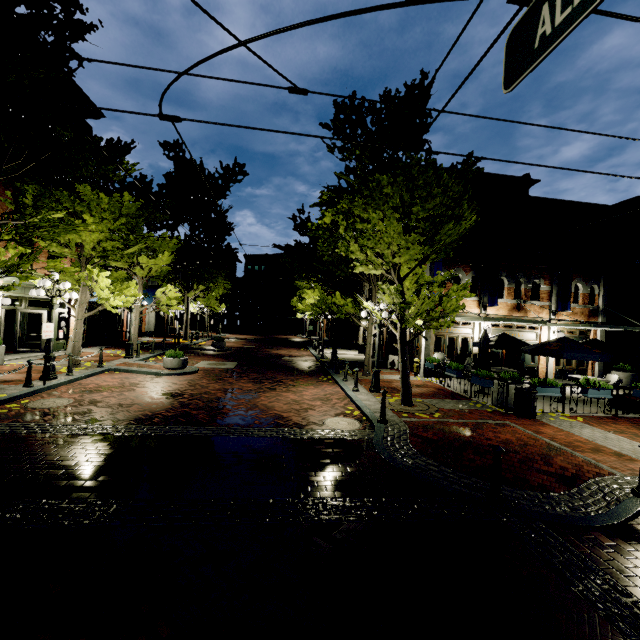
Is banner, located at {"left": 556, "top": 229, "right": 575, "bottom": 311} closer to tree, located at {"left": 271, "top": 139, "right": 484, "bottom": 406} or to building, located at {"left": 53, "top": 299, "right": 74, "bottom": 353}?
building, located at {"left": 53, "top": 299, "right": 74, "bottom": 353}

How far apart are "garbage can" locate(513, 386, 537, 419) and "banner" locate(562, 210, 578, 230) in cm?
905

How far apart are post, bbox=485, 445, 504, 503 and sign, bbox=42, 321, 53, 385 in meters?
12.5

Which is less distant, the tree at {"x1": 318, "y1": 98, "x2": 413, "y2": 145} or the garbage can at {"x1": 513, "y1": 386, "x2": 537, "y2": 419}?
the tree at {"x1": 318, "y1": 98, "x2": 413, "y2": 145}

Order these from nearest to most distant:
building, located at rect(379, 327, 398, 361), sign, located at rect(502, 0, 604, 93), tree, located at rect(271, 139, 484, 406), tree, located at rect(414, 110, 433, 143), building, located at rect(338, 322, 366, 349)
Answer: sign, located at rect(502, 0, 604, 93), tree, located at rect(271, 139, 484, 406), tree, located at rect(414, 110, 433, 143), building, located at rect(379, 327, 398, 361), building, located at rect(338, 322, 366, 349)

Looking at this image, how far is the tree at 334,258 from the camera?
8.8m

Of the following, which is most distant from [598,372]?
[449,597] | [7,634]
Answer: [7,634]

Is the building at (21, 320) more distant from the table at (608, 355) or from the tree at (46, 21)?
the table at (608, 355)
